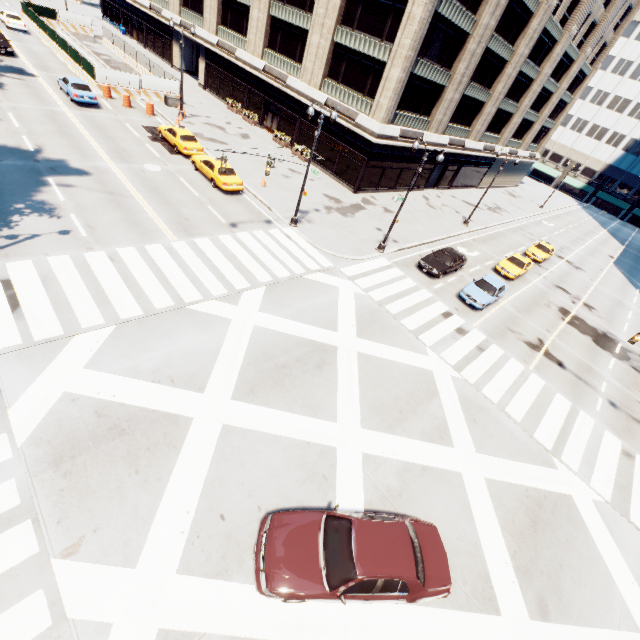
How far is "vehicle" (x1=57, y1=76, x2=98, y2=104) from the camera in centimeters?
2656cm

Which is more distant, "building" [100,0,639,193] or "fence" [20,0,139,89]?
"fence" [20,0,139,89]

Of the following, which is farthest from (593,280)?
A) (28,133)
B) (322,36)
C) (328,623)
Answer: (28,133)

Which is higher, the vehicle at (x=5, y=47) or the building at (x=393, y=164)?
the building at (x=393, y=164)

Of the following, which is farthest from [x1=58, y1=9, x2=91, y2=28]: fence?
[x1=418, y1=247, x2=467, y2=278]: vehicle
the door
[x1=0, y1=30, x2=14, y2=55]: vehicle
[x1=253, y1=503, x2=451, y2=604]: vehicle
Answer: [x1=253, y1=503, x2=451, y2=604]: vehicle

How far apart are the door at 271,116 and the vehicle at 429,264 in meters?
24.5 m

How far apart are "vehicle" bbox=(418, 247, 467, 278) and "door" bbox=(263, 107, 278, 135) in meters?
A: 24.5 m

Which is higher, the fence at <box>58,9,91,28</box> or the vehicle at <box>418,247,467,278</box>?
the fence at <box>58,9,91,28</box>
